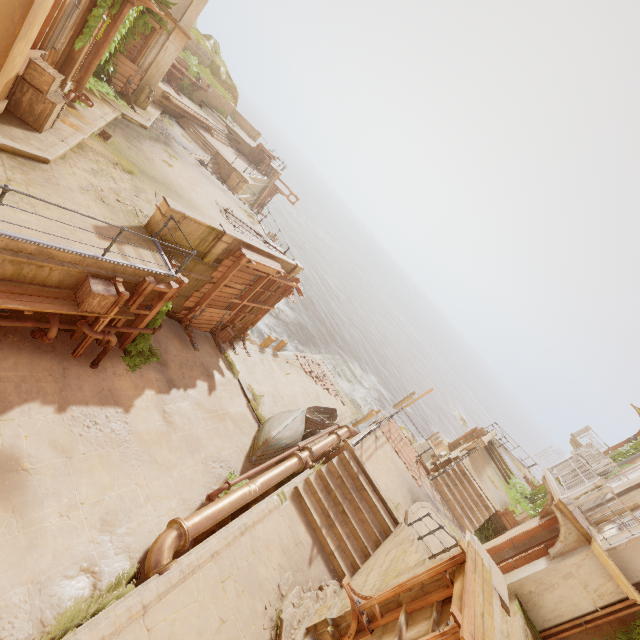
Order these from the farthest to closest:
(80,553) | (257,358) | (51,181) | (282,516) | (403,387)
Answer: (403,387)
(257,358)
(282,516)
(51,181)
(80,553)

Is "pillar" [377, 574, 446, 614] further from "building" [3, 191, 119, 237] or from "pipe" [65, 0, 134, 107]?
"pipe" [65, 0, 134, 107]

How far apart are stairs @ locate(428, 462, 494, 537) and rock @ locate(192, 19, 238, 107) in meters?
37.8

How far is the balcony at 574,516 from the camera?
8.08m

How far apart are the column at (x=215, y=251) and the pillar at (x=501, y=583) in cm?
1102

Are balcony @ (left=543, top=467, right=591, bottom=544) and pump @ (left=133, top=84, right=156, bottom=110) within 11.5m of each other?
no

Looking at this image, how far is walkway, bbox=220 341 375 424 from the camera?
16.2 meters

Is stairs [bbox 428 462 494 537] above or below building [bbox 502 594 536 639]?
below
